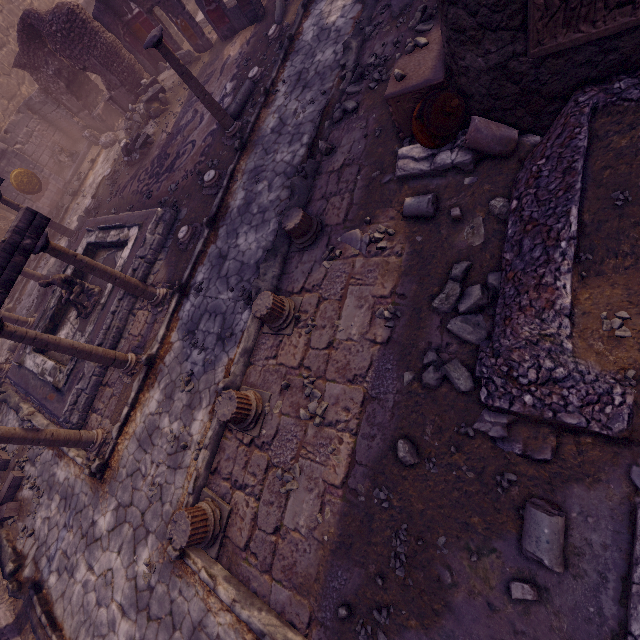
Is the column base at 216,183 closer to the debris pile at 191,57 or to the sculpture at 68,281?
the sculpture at 68,281

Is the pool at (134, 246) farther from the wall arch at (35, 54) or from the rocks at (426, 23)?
the rocks at (426, 23)

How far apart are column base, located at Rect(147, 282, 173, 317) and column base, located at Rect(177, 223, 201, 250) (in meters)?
0.87

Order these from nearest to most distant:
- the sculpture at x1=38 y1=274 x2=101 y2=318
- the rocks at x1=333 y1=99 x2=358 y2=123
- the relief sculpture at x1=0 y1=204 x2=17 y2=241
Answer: the rocks at x1=333 y1=99 x2=358 y2=123 → the sculpture at x1=38 y1=274 x2=101 y2=318 → the relief sculpture at x1=0 y1=204 x2=17 y2=241

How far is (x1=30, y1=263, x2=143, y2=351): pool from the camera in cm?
768

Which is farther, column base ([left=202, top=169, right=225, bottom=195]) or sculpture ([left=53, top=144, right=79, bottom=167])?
sculpture ([left=53, top=144, right=79, bottom=167])

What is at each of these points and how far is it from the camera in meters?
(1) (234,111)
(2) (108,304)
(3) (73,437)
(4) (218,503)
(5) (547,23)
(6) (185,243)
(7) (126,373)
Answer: (1) column piece, 8.7
(2) pool, 7.9
(3) column, 6.2
(4) column base, 4.7
(5) relief sculpture, 3.0
(6) column base, 7.7
(7) column base, 6.9

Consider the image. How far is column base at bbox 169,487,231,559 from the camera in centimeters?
425cm
